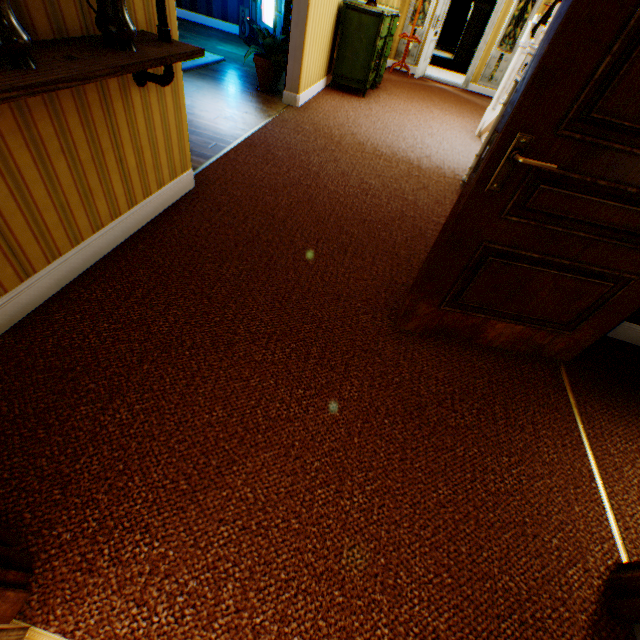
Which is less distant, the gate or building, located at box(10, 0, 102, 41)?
building, located at box(10, 0, 102, 41)

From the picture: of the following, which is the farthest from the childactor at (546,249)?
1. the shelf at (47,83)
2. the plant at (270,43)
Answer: the plant at (270,43)

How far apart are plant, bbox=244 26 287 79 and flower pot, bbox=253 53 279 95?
0.0m

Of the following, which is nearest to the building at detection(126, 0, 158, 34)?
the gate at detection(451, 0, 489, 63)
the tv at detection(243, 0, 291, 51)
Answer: the tv at detection(243, 0, 291, 51)

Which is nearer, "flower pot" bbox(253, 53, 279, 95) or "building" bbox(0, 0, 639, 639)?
"building" bbox(0, 0, 639, 639)

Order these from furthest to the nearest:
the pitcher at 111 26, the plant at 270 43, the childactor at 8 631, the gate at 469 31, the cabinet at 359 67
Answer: the gate at 469 31
the cabinet at 359 67
the plant at 270 43
the pitcher at 111 26
the childactor at 8 631

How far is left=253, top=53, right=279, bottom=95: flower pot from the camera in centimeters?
472cm

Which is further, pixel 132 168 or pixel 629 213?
pixel 132 168
